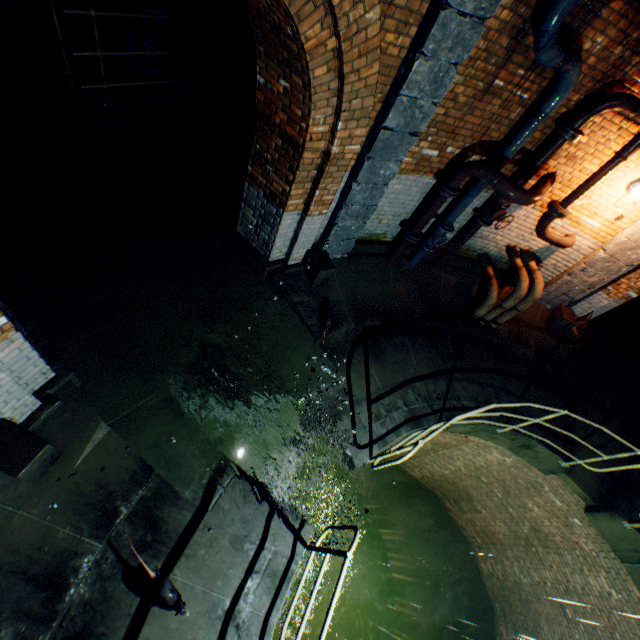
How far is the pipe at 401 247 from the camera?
6.0 meters

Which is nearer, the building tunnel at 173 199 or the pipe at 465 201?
the building tunnel at 173 199

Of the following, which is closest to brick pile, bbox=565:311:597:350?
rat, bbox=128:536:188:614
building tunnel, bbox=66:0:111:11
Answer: building tunnel, bbox=66:0:111:11

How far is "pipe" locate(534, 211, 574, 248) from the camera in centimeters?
568cm

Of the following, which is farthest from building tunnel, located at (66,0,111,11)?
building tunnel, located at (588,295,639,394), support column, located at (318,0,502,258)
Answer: building tunnel, located at (588,295,639,394)

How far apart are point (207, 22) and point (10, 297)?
5.1 meters

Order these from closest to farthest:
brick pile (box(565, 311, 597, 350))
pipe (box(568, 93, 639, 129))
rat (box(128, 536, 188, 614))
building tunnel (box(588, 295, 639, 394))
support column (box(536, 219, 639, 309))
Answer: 1. rat (box(128, 536, 188, 614))
2. pipe (box(568, 93, 639, 129))
3. support column (box(536, 219, 639, 309))
4. brick pile (box(565, 311, 597, 350))
5. building tunnel (box(588, 295, 639, 394))

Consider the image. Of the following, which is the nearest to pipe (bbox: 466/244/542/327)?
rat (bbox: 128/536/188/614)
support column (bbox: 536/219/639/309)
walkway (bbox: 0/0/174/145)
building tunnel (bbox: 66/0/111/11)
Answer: support column (bbox: 536/219/639/309)
